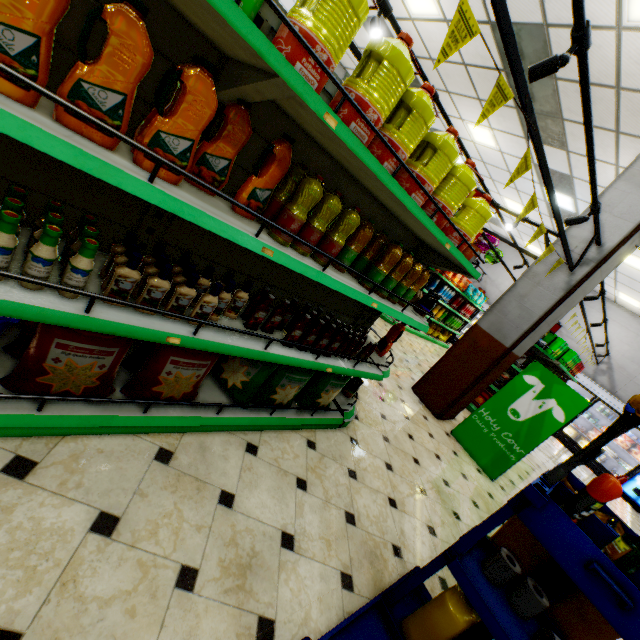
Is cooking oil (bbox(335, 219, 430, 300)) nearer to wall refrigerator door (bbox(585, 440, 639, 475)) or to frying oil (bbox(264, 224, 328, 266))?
frying oil (bbox(264, 224, 328, 266))

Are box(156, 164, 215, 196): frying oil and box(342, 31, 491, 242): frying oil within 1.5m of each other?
yes

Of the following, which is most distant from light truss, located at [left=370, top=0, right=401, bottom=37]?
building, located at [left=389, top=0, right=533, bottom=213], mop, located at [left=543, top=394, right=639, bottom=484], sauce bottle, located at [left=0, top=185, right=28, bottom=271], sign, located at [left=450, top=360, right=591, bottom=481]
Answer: mop, located at [left=543, top=394, right=639, bottom=484]

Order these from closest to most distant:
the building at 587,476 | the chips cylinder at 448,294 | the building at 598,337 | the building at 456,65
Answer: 1. the building at 456,65
2. the building at 587,476
3. the chips cylinder at 448,294
4. the building at 598,337

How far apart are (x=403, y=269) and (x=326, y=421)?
1.5 meters

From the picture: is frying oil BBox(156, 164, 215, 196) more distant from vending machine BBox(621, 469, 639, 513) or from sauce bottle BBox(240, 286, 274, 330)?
vending machine BBox(621, 469, 639, 513)

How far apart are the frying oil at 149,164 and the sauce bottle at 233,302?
0.38m

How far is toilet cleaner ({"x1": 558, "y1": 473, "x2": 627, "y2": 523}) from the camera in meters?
1.5
